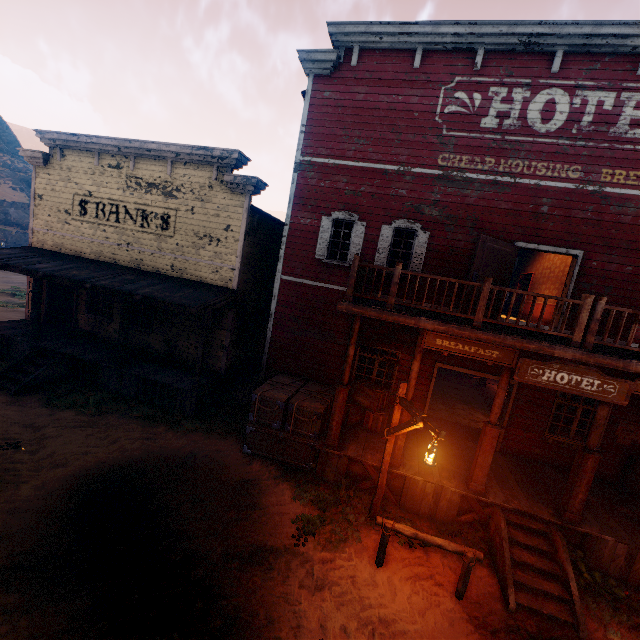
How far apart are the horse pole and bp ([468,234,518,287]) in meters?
5.4 m

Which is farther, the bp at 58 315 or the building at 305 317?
the bp at 58 315

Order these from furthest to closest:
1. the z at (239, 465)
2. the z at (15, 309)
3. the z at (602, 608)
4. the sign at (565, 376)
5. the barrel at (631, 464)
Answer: the z at (15, 309), the barrel at (631, 464), the sign at (565, 376), the z at (602, 608), the z at (239, 465)

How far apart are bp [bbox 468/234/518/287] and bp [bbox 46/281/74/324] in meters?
16.3

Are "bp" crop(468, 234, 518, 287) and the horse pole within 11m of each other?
yes

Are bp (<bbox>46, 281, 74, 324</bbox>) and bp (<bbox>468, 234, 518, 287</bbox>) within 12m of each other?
no

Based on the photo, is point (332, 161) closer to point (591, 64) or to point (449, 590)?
point (591, 64)

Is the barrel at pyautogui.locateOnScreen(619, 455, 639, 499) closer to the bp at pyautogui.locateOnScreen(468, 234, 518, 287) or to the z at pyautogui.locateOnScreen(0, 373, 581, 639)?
the z at pyautogui.locateOnScreen(0, 373, 581, 639)
